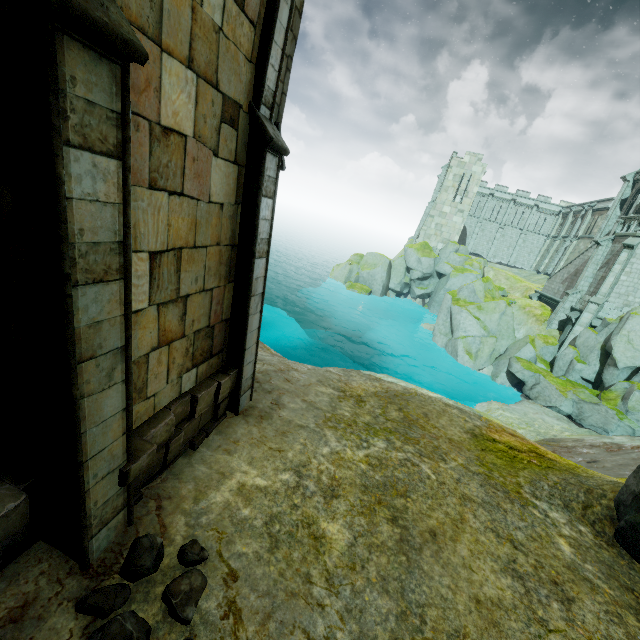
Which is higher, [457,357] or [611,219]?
[611,219]

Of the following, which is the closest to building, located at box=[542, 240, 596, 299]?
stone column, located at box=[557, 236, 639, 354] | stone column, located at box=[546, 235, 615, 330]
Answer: stone column, located at box=[557, 236, 639, 354]

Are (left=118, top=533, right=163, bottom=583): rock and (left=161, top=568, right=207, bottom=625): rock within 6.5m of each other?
yes

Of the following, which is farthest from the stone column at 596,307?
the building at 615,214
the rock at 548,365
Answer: the rock at 548,365

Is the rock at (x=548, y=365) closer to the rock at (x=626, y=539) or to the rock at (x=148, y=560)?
the rock at (x=626, y=539)

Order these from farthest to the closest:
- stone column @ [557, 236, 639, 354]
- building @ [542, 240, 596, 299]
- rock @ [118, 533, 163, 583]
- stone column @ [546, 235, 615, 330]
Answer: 1. building @ [542, 240, 596, 299]
2. stone column @ [546, 235, 615, 330]
3. stone column @ [557, 236, 639, 354]
4. rock @ [118, 533, 163, 583]

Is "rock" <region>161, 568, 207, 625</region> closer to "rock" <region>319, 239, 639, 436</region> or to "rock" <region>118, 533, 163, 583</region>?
"rock" <region>118, 533, 163, 583</region>

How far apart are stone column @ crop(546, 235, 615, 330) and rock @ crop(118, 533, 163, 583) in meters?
32.7 m
